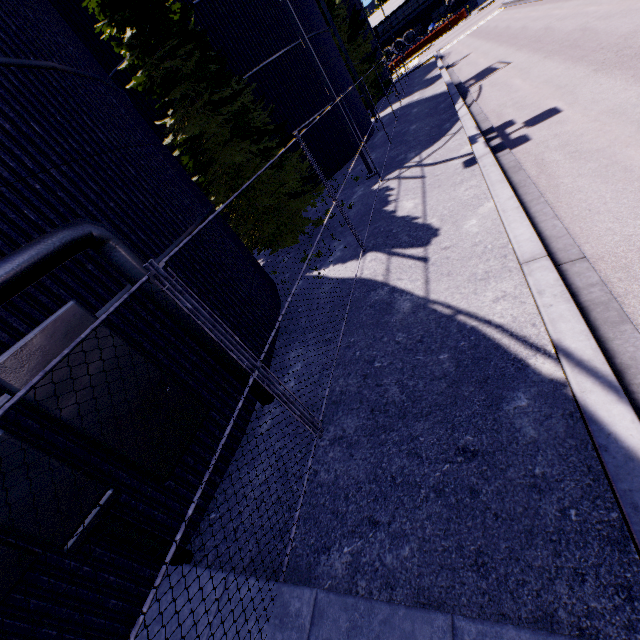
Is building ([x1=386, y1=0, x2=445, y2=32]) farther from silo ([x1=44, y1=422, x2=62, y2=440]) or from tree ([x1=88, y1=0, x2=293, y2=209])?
tree ([x1=88, y1=0, x2=293, y2=209])

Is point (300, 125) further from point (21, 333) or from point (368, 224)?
point (21, 333)

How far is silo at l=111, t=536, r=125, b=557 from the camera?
3.8 meters

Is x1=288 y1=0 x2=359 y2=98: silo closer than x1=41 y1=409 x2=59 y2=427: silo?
No

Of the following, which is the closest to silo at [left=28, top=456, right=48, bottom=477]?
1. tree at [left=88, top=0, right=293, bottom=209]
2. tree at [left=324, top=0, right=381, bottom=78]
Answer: tree at [left=324, top=0, right=381, bottom=78]

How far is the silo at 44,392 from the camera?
3.4m

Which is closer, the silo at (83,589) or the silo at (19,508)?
the silo at (19,508)
